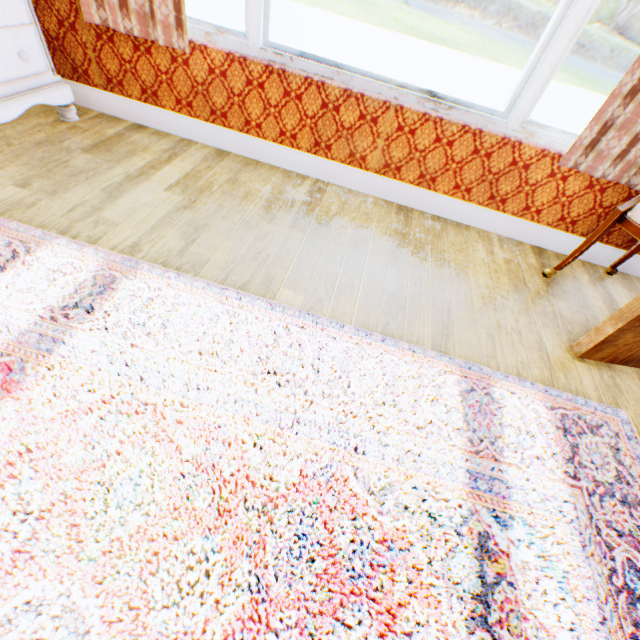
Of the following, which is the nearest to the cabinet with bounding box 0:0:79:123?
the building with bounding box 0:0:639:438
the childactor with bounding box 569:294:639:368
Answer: the building with bounding box 0:0:639:438

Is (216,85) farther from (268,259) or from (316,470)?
(316,470)

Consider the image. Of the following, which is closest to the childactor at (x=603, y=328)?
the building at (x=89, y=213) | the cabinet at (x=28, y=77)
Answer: the building at (x=89, y=213)

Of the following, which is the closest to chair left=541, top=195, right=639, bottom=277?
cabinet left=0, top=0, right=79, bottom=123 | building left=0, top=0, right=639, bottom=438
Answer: building left=0, top=0, right=639, bottom=438

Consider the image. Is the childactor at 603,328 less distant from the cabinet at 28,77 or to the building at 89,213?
the building at 89,213

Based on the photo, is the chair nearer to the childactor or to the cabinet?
the childactor
